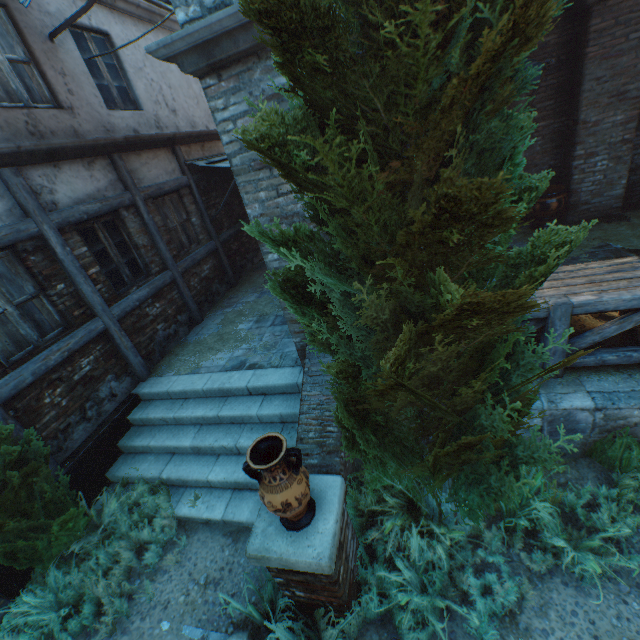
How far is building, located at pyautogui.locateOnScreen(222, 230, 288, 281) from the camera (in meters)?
3.69

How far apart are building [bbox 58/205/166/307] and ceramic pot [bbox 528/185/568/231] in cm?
804

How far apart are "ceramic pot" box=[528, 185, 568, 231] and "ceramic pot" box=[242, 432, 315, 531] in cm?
740

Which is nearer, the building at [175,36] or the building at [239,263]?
the building at [175,36]

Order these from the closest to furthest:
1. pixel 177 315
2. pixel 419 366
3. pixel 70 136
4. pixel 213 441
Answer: pixel 419 366, pixel 213 441, pixel 70 136, pixel 177 315

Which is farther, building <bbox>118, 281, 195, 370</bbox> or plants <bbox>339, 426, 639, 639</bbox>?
building <bbox>118, 281, 195, 370</bbox>

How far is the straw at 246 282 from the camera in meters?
8.4

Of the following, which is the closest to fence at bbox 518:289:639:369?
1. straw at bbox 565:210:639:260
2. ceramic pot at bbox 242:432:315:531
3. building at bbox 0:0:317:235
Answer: straw at bbox 565:210:639:260
